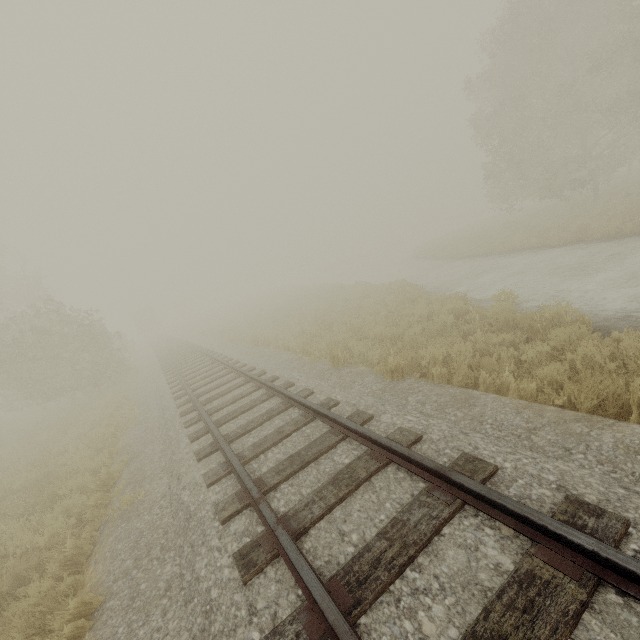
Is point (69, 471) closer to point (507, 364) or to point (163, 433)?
point (163, 433)

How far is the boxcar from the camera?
53.3 meters

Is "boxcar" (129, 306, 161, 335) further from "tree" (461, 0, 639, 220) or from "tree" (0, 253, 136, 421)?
"tree" (461, 0, 639, 220)

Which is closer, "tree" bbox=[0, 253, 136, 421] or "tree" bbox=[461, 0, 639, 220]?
"tree" bbox=[0, 253, 136, 421]

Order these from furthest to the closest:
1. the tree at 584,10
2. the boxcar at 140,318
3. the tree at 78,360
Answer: the boxcar at 140,318 < the tree at 584,10 < the tree at 78,360

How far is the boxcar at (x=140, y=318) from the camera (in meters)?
53.31

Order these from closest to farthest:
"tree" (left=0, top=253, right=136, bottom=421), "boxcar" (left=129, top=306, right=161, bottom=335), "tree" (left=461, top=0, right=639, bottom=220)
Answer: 1. "tree" (left=0, top=253, right=136, bottom=421)
2. "tree" (left=461, top=0, right=639, bottom=220)
3. "boxcar" (left=129, top=306, right=161, bottom=335)

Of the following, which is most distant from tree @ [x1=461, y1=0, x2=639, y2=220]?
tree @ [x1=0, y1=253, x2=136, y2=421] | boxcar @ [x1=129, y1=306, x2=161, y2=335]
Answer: boxcar @ [x1=129, y1=306, x2=161, y2=335]
